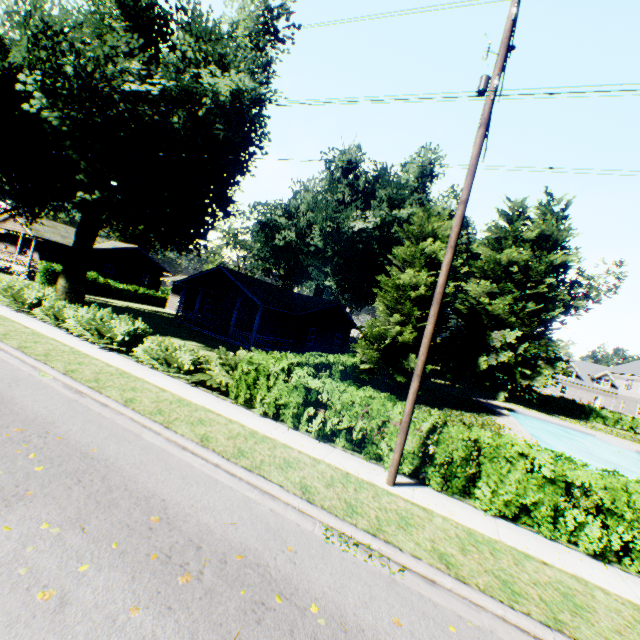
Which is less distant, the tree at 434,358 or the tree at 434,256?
the tree at 434,256

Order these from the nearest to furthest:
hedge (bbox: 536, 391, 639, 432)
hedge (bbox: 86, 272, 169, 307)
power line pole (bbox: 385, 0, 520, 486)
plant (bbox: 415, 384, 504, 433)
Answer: power line pole (bbox: 385, 0, 520, 486)
plant (bbox: 415, 384, 504, 433)
hedge (bbox: 86, 272, 169, 307)
hedge (bbox: 536, 391, 639, 432)

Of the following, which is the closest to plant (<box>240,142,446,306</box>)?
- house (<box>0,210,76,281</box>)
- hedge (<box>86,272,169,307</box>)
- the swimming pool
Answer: house (<box>0,210,76,281</box>)

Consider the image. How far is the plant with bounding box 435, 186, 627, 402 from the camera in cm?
3431

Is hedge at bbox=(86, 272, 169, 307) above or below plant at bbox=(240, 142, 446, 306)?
below

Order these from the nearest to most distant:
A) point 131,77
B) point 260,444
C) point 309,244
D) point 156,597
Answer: point 156,597
point 260,444
point 131,77
point 309,244

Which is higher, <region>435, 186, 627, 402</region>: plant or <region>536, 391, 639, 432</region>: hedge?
<region>435, 186, 627, 402</region>: plant

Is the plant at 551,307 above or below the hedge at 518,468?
above
